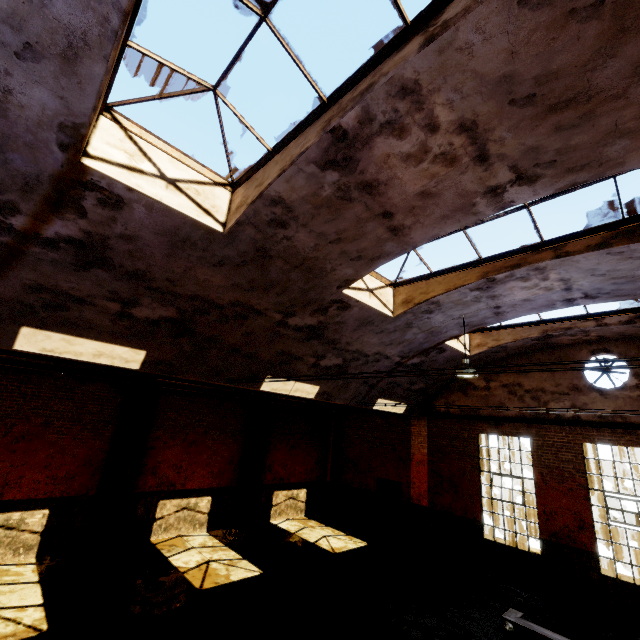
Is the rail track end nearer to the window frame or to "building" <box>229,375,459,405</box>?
"building" <box>229,375,459,405</box>

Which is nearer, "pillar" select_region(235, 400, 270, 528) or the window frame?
the window frame

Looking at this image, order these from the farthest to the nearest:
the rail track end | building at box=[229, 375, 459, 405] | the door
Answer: the door → building at box=[229, 375, 459, 405] → the rail track end

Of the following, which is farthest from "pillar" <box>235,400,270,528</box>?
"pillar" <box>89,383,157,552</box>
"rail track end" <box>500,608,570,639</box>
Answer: "rail track end" <box>500,608,570,639</box>

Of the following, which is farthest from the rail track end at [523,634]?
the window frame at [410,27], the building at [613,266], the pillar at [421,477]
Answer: the window frame at [410,27]

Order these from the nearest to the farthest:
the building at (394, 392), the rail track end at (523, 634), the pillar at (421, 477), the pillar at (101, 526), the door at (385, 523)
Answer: the rail track end at (523, 634) < the building at (394, 392) < the pillar at (101, 526) < the pillar at (421, 477) < the door at (385, 523)

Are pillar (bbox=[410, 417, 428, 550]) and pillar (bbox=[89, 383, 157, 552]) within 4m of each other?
no

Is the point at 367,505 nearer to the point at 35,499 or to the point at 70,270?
the point at 35,499
